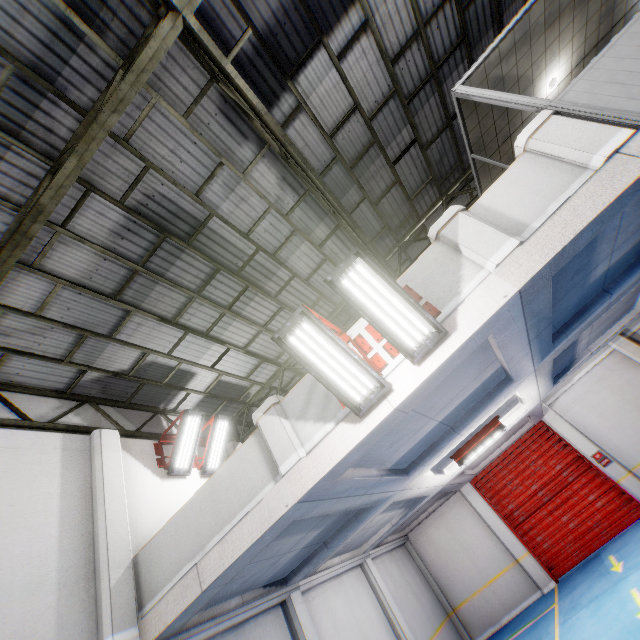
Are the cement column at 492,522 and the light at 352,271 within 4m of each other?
no

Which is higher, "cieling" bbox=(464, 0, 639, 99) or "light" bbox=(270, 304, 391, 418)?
"cieling" bbox=(464, 0, 639, 99)

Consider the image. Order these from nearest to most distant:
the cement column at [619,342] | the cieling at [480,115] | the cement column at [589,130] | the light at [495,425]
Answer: the cement column at [589,130] → the cieling at [480,115] → the light at [495,425] → the cement column at [619,342]

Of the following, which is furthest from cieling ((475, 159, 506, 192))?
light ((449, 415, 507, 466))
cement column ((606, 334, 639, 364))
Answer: cement column ((606, 334, 639, 364))

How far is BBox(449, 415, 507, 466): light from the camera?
8.36m

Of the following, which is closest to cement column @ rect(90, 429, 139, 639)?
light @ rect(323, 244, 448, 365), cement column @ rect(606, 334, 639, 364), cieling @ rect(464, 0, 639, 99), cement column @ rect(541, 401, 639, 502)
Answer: light @ rect(323, 244, 448, 365)

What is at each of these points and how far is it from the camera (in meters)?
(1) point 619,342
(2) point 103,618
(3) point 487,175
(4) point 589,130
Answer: (1) cement column, 12.14
(2) cement column, 5.01
(3) cieling, 7.38
(4) cement column, 3.99

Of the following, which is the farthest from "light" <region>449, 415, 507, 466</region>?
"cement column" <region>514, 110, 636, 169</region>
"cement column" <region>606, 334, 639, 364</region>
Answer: "cement column" <region>606, 334, 639, 364</region>
